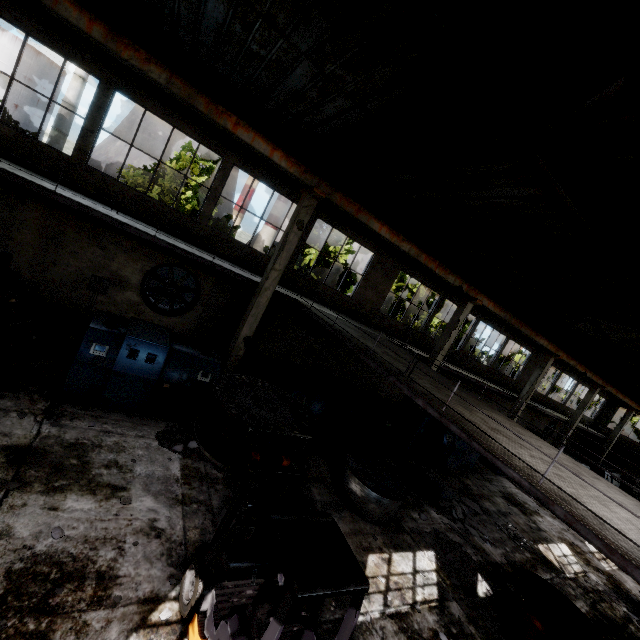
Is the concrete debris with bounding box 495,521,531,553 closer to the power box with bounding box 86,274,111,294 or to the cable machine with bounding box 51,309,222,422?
the cable machine with bounding box 51,309,222,422

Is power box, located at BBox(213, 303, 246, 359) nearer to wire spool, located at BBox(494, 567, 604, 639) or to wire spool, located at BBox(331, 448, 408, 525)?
wire spool, located at BBox(331, 448, 408, 525)

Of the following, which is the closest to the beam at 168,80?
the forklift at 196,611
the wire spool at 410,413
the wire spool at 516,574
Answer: the wire spool at 410,413

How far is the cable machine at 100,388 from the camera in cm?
751

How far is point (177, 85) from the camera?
8.50m

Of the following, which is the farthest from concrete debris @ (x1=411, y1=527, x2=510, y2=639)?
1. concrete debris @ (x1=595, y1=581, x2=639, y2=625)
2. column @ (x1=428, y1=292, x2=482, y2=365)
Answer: column @ (x1=428, y1=292, x2=482, y2=365)

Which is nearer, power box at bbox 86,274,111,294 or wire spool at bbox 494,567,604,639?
wire spool at bbox 494,567,604,639

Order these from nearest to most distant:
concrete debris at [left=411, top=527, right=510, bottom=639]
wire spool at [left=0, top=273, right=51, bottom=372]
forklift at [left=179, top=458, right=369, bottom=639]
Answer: forklift at [left=179, top=458, right=369, bottom=639] < wire spool at [left=0, top=273, right=51, bottom=372] < concrete debris at [left=411, top=527, right=510, bottom=639]
